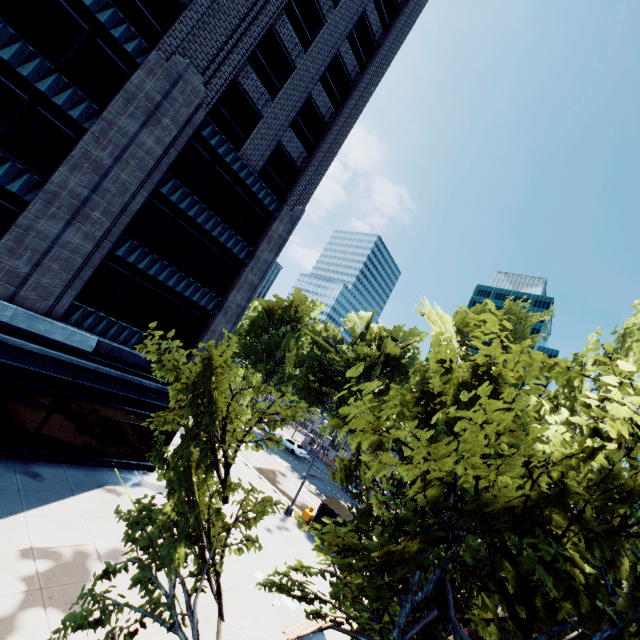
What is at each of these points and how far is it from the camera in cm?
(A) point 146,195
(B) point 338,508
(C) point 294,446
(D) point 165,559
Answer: (A) building, 1551
(B) bus stop, 2277
(C) vehicle, 4328
(D) tree, 632

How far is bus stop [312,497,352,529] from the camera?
21.9 meters

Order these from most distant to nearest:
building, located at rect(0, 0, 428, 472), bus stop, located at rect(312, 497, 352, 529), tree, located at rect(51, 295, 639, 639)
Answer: bus stop, located at rect(312, 497, 352, 529) < building, located at rect(0, 0, 428, 472) < tree, located at rect(51, 295, 639, 639)

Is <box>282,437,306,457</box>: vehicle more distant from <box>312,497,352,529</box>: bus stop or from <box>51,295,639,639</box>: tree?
<box>312,497,352,529</box>: bus stop

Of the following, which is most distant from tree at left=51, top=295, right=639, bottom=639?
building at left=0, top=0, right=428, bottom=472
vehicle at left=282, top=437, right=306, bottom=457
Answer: building at left=0, top=0, right=428, bottom=472

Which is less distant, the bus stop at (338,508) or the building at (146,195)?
the building at (146,195)

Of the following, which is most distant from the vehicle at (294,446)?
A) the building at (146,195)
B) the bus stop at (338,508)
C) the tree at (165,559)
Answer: the building at (146,195)

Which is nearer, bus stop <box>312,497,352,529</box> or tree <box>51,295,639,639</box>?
tree <box>51,295,639,639</box>
